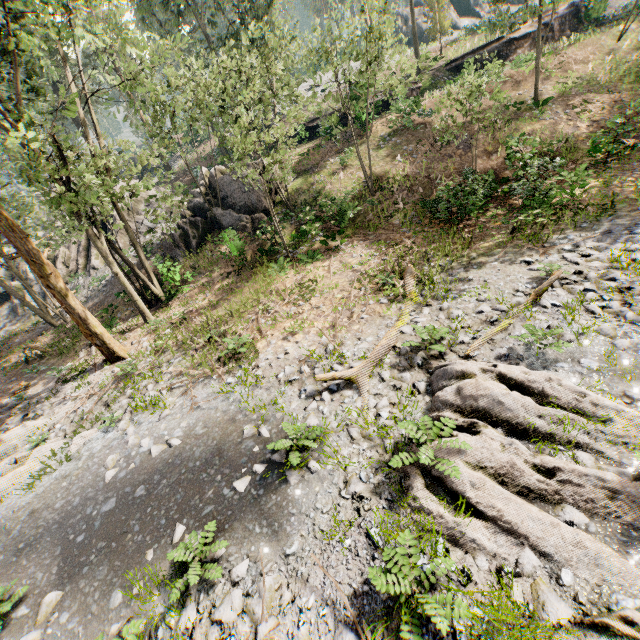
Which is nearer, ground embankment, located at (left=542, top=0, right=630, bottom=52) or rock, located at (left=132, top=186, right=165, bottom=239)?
rock, located at (left=132, top=186, right=165, bottom=239)

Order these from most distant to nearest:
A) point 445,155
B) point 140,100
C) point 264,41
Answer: point 264,41
point 445,155
point 140,100

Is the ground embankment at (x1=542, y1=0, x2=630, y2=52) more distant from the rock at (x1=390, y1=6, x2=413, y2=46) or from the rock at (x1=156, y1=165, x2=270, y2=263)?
the rock at (x1=390, y1=6, x2=413, y2=46)

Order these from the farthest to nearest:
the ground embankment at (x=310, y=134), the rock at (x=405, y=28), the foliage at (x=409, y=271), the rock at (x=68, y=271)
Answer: the rock at (x=405, y=28)
the ground embankment at (x=310, y=134)
the rock at (x=68, y=271)
the foliage at (x=409, y=271)

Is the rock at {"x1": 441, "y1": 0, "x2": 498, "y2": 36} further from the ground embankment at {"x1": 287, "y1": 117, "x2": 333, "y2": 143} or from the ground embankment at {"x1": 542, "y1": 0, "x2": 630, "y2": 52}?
the ground embankment at {"x1": 287, "y1": 117, "x2": 333, "y2": 143}

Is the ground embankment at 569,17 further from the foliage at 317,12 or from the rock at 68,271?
the rock at 68,271

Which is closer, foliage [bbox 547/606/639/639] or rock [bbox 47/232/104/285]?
foliage [bbox 547/606/639/639]
